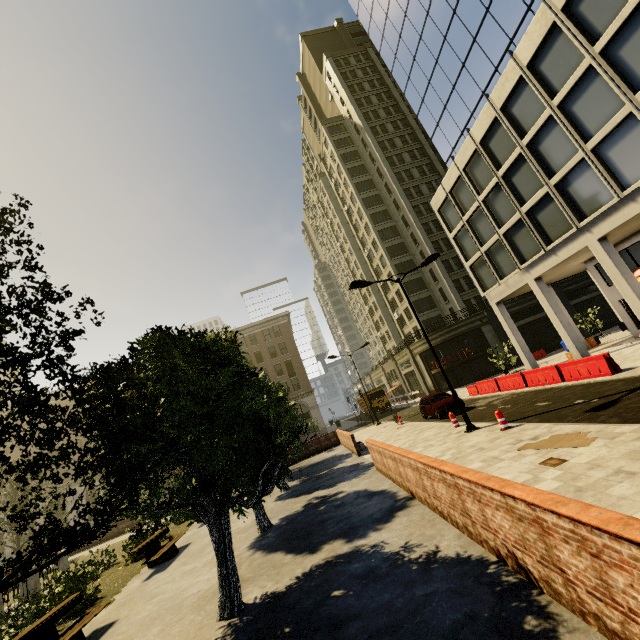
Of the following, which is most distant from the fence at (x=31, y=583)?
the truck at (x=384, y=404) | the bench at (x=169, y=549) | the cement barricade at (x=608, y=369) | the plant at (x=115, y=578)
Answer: the truck at (x=384, y=404)

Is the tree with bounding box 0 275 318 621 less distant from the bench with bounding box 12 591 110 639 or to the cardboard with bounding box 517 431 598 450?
the bench with bounding box 12 591 110 639

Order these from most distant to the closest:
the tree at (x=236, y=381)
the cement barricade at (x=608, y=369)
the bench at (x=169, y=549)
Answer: the cement barricade at (x=608, y=369), the bench at (x=169, y=549), the tree at (x=236, y=381)

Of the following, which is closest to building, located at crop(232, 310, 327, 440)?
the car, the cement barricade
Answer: the cement barricade

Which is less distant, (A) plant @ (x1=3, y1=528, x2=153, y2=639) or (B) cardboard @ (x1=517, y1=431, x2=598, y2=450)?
(B) cardboard @ (x1=517, y1=431, x2=598, y2=450)

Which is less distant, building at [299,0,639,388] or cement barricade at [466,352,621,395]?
cement barricade at [466,352,621,395]

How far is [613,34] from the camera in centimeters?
1345cm

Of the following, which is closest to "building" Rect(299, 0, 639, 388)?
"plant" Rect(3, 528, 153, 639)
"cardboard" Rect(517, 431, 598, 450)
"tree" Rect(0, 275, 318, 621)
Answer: "tree" Rect(0, 275, 318, 621)
